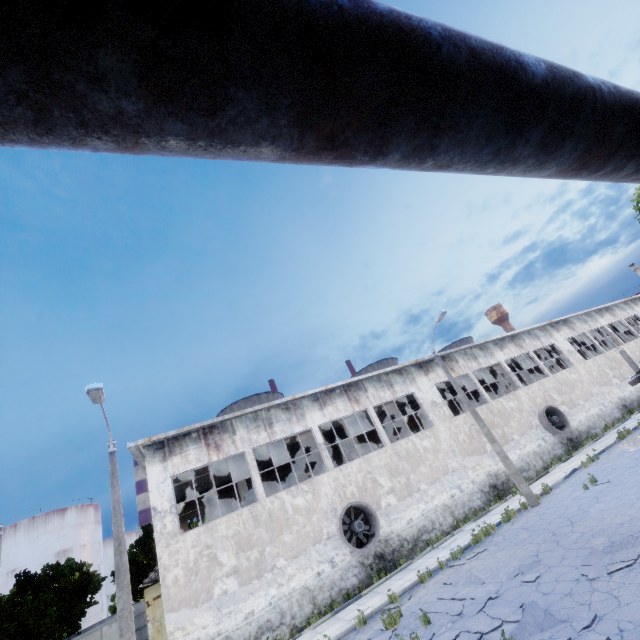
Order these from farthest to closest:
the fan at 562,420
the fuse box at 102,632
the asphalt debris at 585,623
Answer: the fuse box at 102,632 < the fan at 562,420 < the asphalt debris at 585,623

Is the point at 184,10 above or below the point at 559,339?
below

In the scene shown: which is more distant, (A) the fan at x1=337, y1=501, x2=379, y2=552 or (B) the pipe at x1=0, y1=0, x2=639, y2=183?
(A) the fan at x1=337, y1=501, x2=379, y2=552

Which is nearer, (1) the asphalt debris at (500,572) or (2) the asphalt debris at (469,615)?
(2) the asphalt debris at (469,615)

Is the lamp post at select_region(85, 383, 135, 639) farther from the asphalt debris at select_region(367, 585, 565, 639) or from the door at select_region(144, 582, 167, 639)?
the door at select_region(144, 582, 167, 639)

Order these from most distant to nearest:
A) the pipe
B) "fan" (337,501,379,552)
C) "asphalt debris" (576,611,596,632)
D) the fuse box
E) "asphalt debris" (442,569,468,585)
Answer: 1. the fuse box
2. "fan" (337,501,379,552)
3. "asphalt debris" (442,569,468,585)
4. "asphalt debris" (576,611,596,632)
5. the pipe

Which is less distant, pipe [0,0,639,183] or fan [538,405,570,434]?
pipe [0,0,639,183]

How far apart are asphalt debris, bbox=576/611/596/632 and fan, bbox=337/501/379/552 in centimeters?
1087cm
